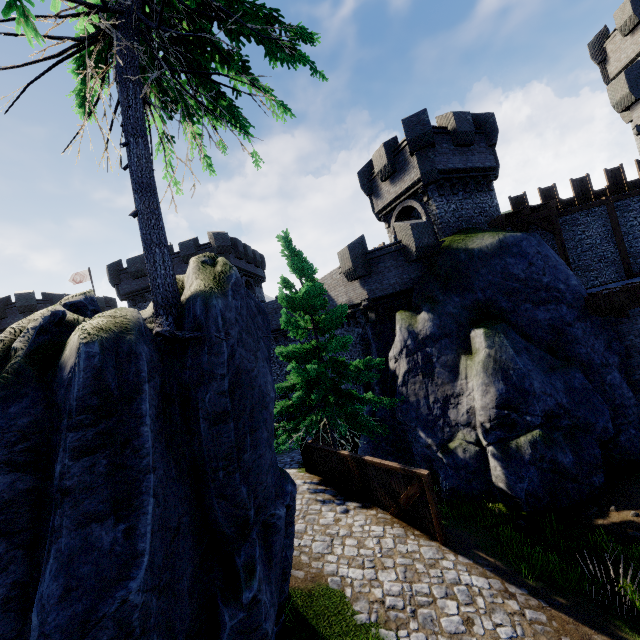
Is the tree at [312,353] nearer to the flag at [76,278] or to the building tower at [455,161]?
the building tower at [455,161]

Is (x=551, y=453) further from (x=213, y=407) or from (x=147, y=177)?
(x=147, y=177)

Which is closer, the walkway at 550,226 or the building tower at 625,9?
the walkway at 550,226

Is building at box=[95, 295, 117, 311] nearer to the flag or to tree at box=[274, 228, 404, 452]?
the flag

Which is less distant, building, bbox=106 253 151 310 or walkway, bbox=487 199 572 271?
walkway, bbox=487 199 572 271

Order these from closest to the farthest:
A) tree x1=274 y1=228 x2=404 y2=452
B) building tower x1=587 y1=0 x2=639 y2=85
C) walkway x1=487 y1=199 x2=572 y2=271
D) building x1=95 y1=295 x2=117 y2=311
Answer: tree x1=274 y1=228 x2=404 y2=452
walkway x1=487 y1=199 x2=572 y2=271
building tower x1=587 y1=0 x2=639 y2=85
building x1=95 y1=295 x2=117 y2=311

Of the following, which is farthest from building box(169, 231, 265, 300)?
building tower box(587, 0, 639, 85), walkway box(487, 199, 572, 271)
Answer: building tower box(587, 0, 639, 85)

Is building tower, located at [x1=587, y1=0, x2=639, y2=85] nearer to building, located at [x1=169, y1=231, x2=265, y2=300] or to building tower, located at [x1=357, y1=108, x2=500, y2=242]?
building tower, located at [x1=357, y1=108, x2=500, y2=242]
